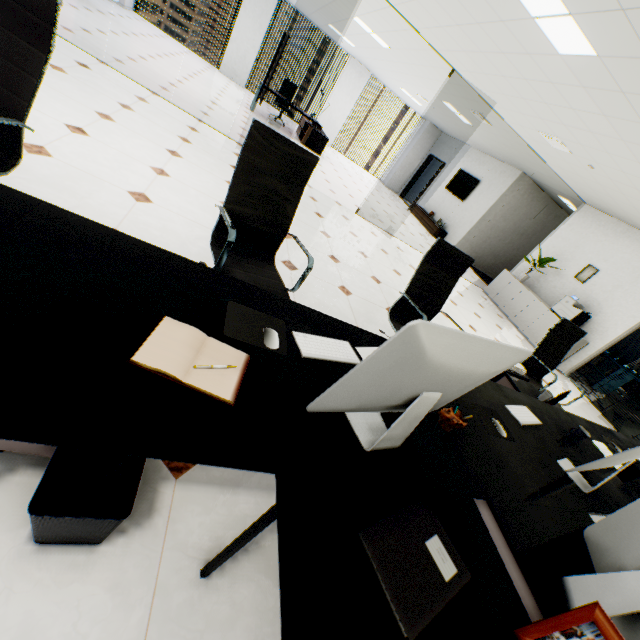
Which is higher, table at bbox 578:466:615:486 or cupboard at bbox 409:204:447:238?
table at bbox 578:466:615:486

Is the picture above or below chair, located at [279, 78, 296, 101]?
above

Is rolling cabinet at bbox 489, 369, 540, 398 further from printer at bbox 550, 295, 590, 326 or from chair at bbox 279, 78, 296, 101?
chair at bbox 279, 78, 296, 101

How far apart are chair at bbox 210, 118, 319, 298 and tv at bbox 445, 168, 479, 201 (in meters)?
10.90

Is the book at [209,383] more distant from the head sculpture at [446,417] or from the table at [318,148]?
the table at [318,148]

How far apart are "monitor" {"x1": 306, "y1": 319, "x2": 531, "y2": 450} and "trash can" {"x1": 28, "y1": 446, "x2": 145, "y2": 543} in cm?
68

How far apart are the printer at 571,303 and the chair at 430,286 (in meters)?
5.71

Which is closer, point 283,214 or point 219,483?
point 219,483
